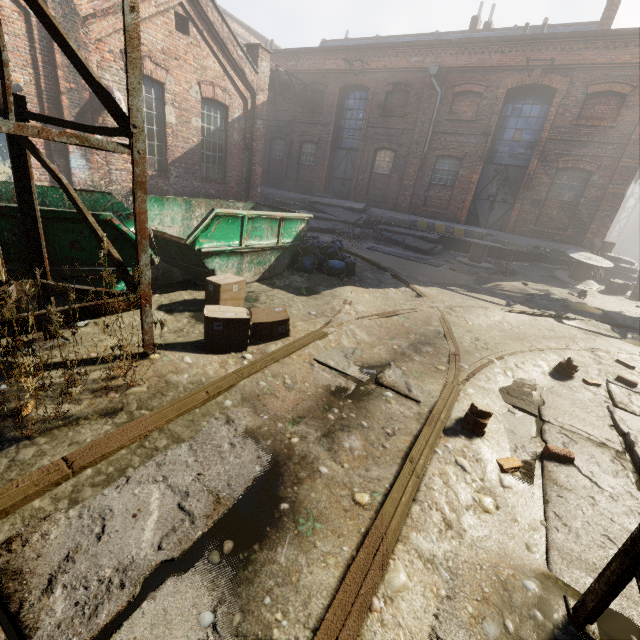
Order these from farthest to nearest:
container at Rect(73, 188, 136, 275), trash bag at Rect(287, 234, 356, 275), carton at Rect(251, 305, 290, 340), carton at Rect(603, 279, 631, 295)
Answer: carton at Rect(603, 279, 631, 295) → trash bag at Rect(287, 234, 356, 275) → carton at Rect(251, 305, 290, 340) → container at Rect(73, 188, 136, 275)

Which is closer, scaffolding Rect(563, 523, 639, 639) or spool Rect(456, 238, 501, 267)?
scaffolding Rect(563, 523, 639, 639)

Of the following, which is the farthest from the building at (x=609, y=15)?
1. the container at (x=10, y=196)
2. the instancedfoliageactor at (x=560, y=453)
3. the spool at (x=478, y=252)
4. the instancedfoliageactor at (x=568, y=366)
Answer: the instancedfoliageactor at (x=560, y=453)

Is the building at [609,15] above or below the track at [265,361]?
above

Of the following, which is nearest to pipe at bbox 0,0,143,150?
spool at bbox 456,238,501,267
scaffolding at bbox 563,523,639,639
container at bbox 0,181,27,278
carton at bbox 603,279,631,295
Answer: scaffolding at bbox 563,523,639,639

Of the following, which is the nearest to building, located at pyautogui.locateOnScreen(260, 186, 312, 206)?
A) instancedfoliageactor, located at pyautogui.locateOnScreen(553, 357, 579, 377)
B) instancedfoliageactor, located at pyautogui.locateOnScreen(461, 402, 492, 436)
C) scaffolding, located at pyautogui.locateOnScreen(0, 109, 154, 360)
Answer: instancedfoliageactor, located at pyautogui.locateOnScreen(553, 357, 579, 377)

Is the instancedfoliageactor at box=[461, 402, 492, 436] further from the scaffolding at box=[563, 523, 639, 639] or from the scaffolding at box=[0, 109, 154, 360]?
the scaffolding at box=[0, 109, 154, 360]

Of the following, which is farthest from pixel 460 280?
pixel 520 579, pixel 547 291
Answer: pixel 520 579
